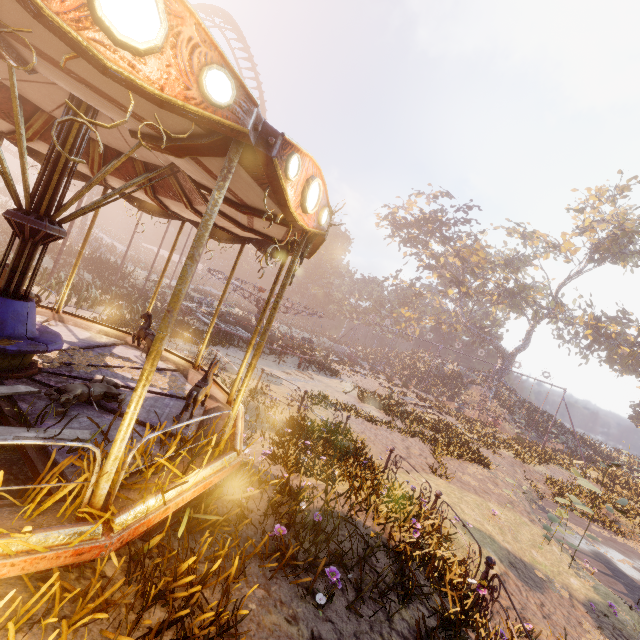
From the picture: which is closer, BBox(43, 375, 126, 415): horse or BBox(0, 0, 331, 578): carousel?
BBox(0, 0, 331, 578): carousel

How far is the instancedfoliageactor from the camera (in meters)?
5.45

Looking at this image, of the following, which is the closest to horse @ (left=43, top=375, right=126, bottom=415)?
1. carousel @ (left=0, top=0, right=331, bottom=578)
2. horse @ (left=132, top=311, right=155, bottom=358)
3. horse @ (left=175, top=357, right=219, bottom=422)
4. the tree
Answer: carousel @ (left=0, top=0, right=331, bottom=578)

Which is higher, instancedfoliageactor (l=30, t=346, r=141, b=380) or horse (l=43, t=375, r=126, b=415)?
horse (l=43, t=375, r=126, b=415)

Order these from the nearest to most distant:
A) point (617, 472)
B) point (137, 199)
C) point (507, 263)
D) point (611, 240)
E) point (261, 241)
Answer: point (261, 241), point (137, 199), point (617, 472), point (507, 263), point (611, 240)

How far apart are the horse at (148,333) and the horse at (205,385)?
Result: 2.2 meters

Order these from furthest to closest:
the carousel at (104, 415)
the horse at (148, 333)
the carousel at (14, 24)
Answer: the horse at (148, 333)
the carousel at (104, 415)
the carousel at (14, 24)

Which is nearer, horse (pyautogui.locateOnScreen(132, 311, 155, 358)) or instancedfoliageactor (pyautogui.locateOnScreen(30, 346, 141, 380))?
instancedfoliageactor (pyautogui.locateOnScreen(30, 346, 141, 380))
